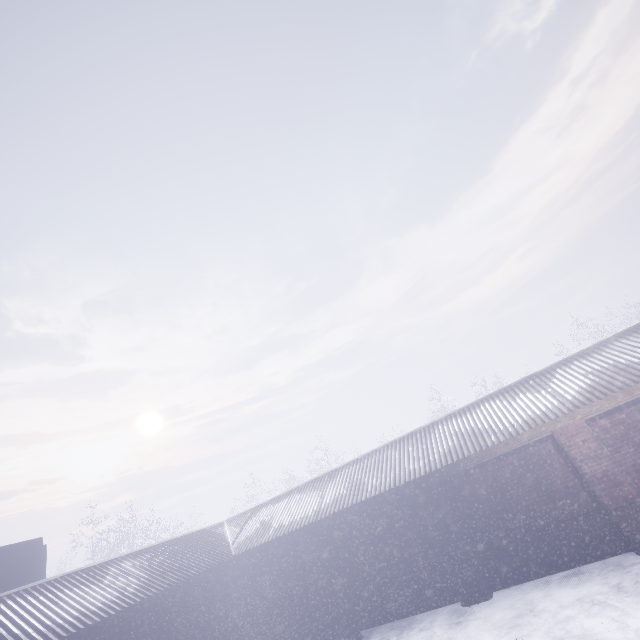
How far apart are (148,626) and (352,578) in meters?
4.5 m
